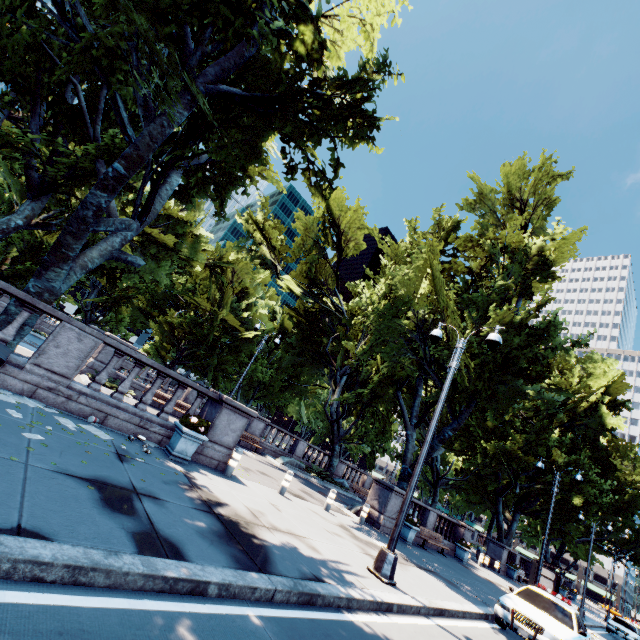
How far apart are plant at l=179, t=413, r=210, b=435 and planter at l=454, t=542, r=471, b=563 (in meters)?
19.71

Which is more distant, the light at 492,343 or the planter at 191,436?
the light at 492,343

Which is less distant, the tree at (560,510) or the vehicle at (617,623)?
the tree at (560,510)

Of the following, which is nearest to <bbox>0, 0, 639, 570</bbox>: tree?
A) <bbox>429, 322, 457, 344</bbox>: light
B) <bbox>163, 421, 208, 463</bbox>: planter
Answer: <bbox>429, 322, 457, 344</bbox>: light

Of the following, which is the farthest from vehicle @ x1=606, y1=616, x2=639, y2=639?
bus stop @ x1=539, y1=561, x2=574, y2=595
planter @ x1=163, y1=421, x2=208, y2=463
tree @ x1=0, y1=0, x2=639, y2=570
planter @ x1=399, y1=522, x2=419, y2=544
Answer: planter @ x1=163, y1=421, x2=208, y2=463

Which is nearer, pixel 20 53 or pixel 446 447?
pixel 20 53

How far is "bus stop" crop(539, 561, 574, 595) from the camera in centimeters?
1847cm

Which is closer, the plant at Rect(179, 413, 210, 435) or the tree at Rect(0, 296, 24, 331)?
the tree at Rect(0, 296, 24, 331)
